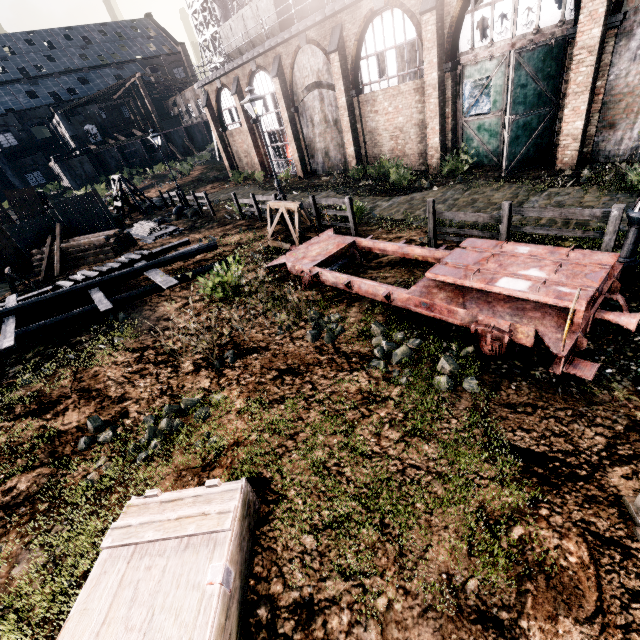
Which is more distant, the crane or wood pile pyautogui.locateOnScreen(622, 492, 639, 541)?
the crane

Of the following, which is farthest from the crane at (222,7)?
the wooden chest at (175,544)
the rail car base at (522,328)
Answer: the wooden chest at (175,544)

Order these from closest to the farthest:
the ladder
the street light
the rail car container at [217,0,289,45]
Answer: the street light
the ladder
the rail car container at [217,0,289,45]

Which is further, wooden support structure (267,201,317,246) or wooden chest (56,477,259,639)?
wooden support structure (267,201,317,246)

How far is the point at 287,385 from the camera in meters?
6.5

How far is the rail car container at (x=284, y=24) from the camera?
22.09m

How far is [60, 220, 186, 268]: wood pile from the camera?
18.0 meters

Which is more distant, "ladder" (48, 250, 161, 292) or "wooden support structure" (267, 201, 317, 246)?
"ladder" (48, 250, 161, 292)
